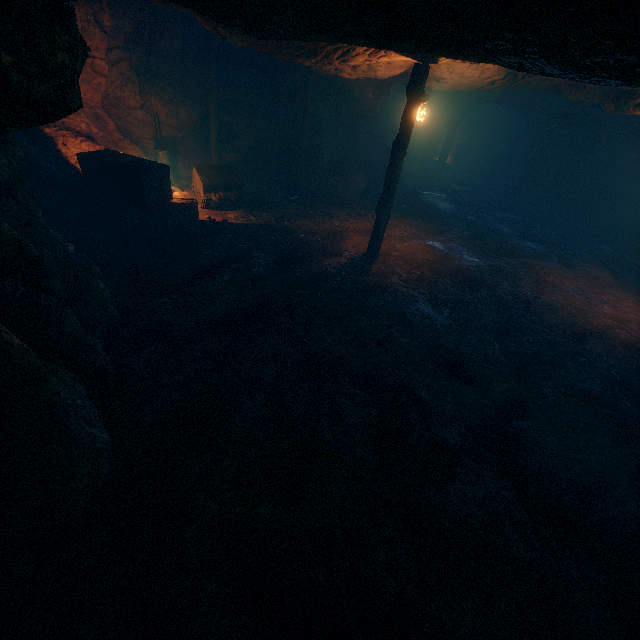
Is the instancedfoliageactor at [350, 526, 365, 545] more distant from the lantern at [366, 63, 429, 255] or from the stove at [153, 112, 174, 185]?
the stove at [153, 112, 174, 185]

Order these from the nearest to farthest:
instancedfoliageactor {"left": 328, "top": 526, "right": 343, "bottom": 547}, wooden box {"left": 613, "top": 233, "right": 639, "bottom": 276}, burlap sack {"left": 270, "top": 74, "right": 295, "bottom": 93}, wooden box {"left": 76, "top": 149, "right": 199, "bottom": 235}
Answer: instancedfoliageactor {"left": 328, "top": 526, "right": 343, "bottom": 547} → wooden box {"left": 76, "top": 149, "right": 199, "bottom": 235} → wooden box {"left": 613, "top": 233, "right": 639, "bottom": 276} → burlap sack {"left": 270, "top": 74, "right": 295, "bottom": 93}

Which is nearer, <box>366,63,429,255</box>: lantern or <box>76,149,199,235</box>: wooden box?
<box>366,63,429,255</box>: lantern

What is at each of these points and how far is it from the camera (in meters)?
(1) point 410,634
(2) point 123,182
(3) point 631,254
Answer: (1) instancedfoliageactor, 2.96
(2) wooden box, 8.14
(3) wooden box, 12.14

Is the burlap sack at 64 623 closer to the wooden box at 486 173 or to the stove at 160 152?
the stove at 160 152

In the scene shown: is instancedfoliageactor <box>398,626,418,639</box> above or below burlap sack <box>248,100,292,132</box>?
below

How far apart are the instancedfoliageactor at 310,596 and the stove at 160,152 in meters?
12.9 m

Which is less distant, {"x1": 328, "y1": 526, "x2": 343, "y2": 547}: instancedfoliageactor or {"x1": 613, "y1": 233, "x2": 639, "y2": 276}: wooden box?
{"x1": 328, "y1": 526, "x2": 343, "y2": 547}: instancedfoliageactor
